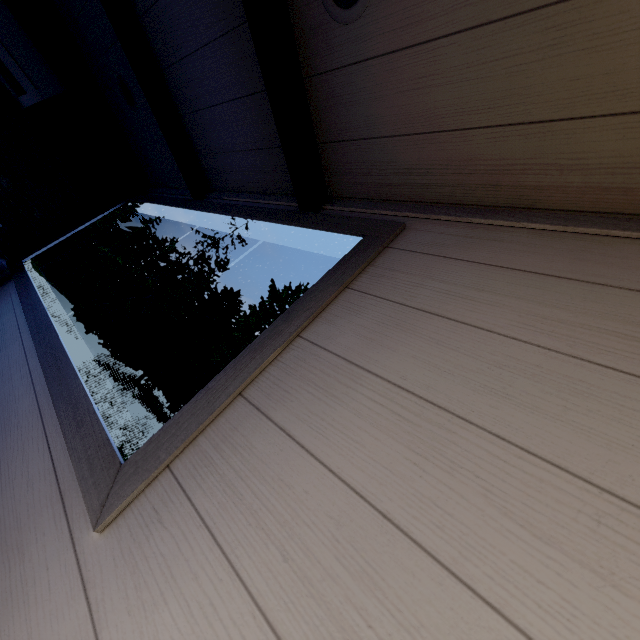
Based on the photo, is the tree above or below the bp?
below

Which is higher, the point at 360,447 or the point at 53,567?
the point at 360,447

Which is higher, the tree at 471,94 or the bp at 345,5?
the bp at 345,5
